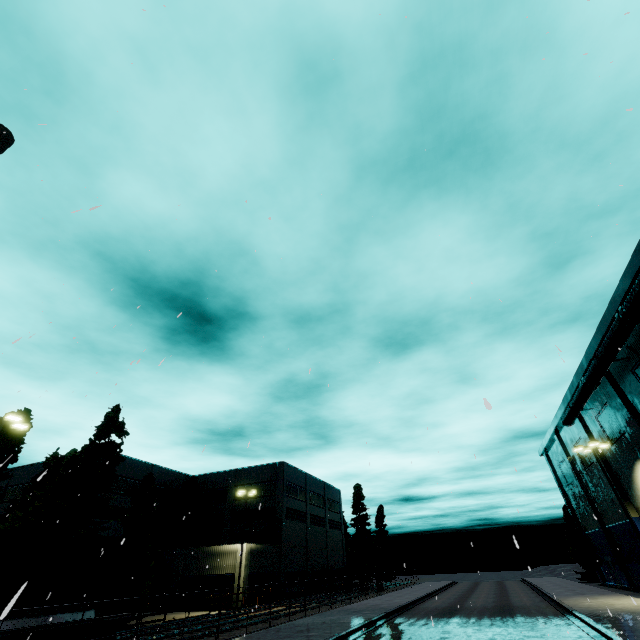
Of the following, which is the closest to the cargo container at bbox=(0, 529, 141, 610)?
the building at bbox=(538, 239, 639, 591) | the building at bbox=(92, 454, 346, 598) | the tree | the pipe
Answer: the tree

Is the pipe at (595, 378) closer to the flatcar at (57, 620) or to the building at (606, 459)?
the building at (606, 459)

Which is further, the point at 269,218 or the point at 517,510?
the point at 517,510

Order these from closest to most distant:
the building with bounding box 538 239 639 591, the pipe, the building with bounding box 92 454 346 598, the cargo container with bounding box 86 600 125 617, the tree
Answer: the cargo container with bounding box 86 600 125 617 → the pipe → the building with bounding box 538 239 639 591 → the tree → the building with bounding box 92 454 346 598

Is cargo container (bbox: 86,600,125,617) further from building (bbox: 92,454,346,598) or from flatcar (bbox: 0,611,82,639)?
building (bbox: 92,454,346,598)

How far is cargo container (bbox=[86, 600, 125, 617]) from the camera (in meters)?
12.64

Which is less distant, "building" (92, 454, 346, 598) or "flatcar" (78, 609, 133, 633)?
"flatcar" (78, 609, 133, 633)

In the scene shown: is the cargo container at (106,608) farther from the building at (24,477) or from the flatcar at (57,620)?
the building at (24,477)
